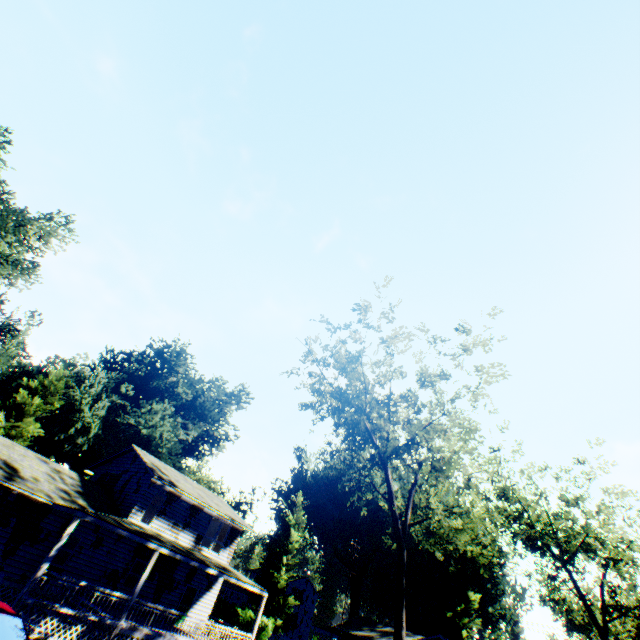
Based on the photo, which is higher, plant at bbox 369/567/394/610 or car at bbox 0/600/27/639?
plant at bbox 369/567/394/610

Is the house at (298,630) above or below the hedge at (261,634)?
above

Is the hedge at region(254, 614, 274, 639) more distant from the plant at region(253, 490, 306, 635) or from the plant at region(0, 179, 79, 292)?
the plant at region(253, 490, 306, 635)

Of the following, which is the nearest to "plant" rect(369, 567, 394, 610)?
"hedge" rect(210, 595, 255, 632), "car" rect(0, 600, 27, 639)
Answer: "hedge" rect(210, 595, 255, 632)

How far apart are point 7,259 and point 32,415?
16.6m

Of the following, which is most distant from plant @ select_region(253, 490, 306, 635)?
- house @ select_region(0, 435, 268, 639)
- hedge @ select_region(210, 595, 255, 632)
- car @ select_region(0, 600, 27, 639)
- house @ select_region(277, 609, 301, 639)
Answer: car @ select_region(0, 600, 27, 639)

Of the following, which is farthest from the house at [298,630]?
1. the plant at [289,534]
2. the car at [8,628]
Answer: the car at [8,628]

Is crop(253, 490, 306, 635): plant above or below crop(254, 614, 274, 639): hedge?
above
